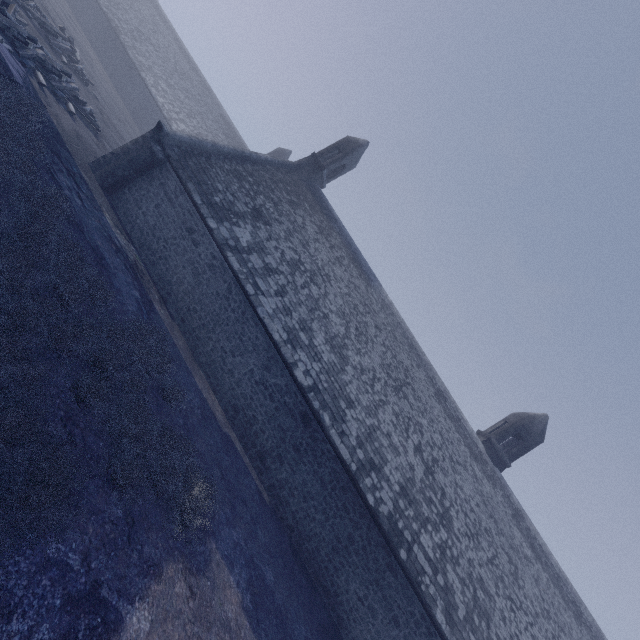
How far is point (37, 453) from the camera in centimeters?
390cm
